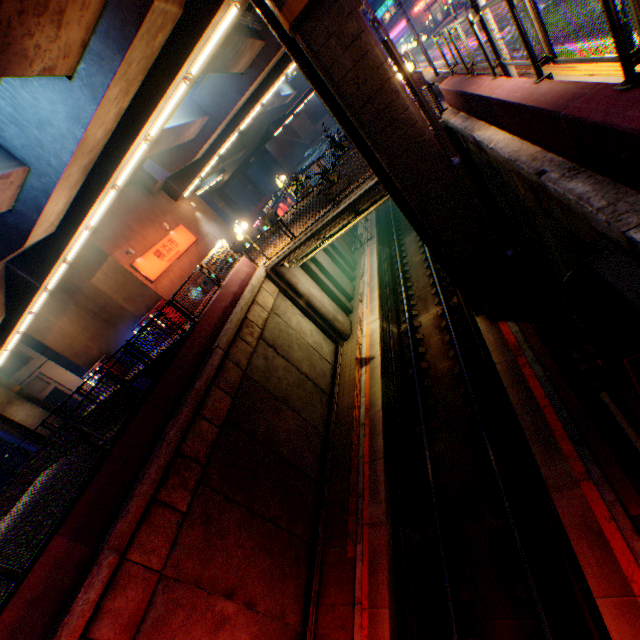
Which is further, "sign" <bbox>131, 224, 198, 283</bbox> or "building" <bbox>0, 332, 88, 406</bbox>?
"building" <bbox>0, 332, 88, 406</bbox>

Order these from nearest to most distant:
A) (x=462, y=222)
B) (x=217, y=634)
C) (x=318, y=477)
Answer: (x=217, y=634) → (x=462, y=222) → (x=318, y=477)

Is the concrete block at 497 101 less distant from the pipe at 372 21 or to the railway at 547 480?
the pipe at 372 21

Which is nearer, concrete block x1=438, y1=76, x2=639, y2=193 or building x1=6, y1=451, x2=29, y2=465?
concrete block x1=438, y1=76, x2=639, y2=193

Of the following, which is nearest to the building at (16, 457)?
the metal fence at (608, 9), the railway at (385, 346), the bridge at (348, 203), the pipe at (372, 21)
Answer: the metal fence at (608, 9)

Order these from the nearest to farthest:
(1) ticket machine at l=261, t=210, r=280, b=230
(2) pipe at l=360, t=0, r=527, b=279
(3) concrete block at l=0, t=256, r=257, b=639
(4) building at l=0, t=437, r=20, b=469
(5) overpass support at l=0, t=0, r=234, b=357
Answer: (3) concrete block at l=0, t=256, r=257, b=639 < (5) overpass support at l=0, t=0, r=234, b=357 < (2) pipe at l=360, t=0, r=527, b=279 < (1) ticket machine at l=261, t=210, r=280, b=230 < (4) building at l=0, t=437, r=20, b=469

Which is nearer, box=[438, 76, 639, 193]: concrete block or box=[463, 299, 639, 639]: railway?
box=[438, 76, 639, 193]: concrete block

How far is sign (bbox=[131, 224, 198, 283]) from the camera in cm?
2042
